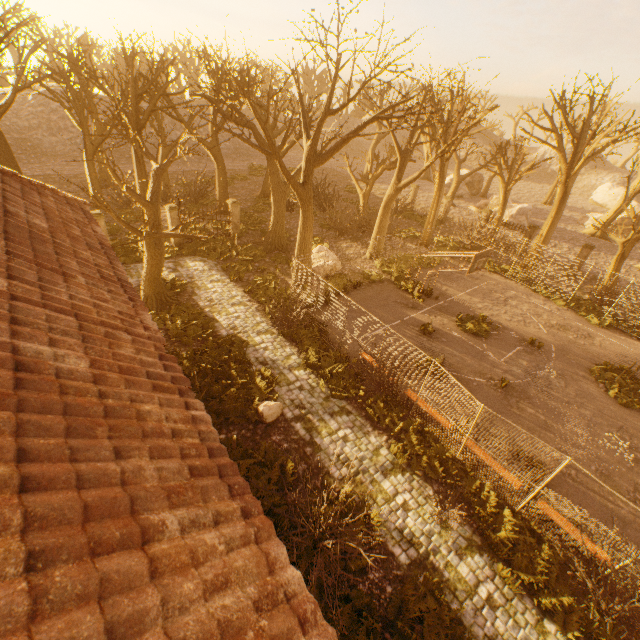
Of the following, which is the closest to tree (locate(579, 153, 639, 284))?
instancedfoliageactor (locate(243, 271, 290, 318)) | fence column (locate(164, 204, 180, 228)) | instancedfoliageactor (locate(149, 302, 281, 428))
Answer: instancedfoliageactor (locate(243, 271, 290, 318))

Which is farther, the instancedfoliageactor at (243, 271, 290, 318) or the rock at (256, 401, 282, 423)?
the instancedfoliageactor at (243, 271, 290, 318)

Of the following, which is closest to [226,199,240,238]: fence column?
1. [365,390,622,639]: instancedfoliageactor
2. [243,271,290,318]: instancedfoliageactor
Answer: [243,271,290,318]: instancedfoliageactor

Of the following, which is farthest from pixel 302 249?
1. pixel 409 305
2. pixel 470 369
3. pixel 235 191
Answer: pixel 235 191

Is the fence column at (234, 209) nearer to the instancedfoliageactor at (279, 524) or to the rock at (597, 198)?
the instancedfoliageactor at (279, 524)

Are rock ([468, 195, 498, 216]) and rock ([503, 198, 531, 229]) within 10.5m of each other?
yes

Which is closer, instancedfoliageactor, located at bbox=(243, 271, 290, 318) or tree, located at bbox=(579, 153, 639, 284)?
instancedfoliageactor, located at bbox=(243, 271, 290, 318)

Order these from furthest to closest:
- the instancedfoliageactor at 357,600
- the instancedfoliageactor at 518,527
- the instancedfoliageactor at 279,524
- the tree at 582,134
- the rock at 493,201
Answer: the rock at 493,201
the tree at 582,134
the instancedfoliageactor at 279,524
the instancedfoliageactor at 518,527
the instancedfoliageactor at 357,600
